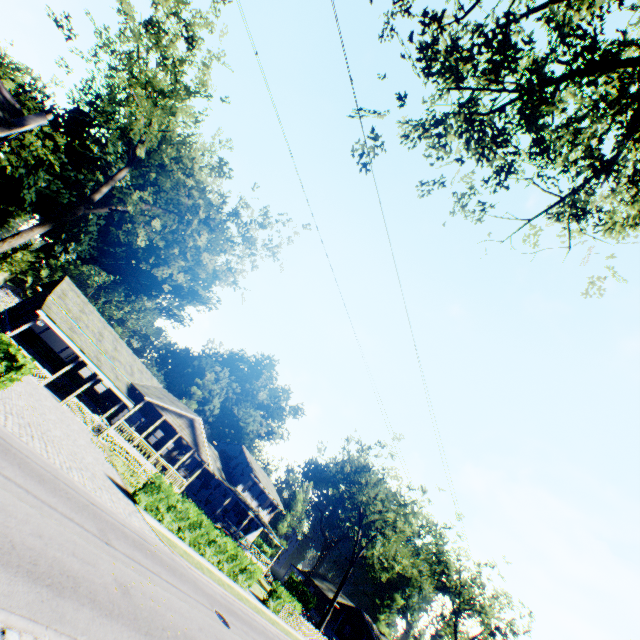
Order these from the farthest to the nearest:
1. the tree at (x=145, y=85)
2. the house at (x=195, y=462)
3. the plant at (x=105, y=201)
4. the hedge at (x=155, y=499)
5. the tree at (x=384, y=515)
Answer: the plant at (x=105, y=201) → the house at (x=195, y=462) → the tree at (x=384, y=515) → the hedge at (x=155, y=499) → the tree at (x=145, y=85)

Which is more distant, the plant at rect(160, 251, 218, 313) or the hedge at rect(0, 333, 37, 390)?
the plant at rect(160, 251, 218, 313)

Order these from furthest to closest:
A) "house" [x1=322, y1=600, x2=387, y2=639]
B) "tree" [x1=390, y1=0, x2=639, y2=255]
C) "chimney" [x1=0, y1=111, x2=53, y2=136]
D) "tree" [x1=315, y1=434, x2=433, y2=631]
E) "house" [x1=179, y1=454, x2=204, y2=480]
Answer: "house" [x1=322, y1=600, x2=387, y2=639] < "house" [x1=179, y1=454, x2=204, y2=480] < "tree" [x1=315, y1=434, x2=433, y2=631] < "chimney" [x1=0, y1=111, x2=53, y2=136] < "tree" [x1=390, y1=0, x2=639, y2=255]

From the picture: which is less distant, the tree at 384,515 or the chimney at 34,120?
the chimney at 34,120

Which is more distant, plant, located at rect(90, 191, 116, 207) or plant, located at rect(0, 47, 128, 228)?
plant, located at rect(90, 191, 116, 207)

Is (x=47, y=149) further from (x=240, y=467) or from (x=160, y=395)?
(x=240, y=467)

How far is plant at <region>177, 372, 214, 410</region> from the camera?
55.44m
